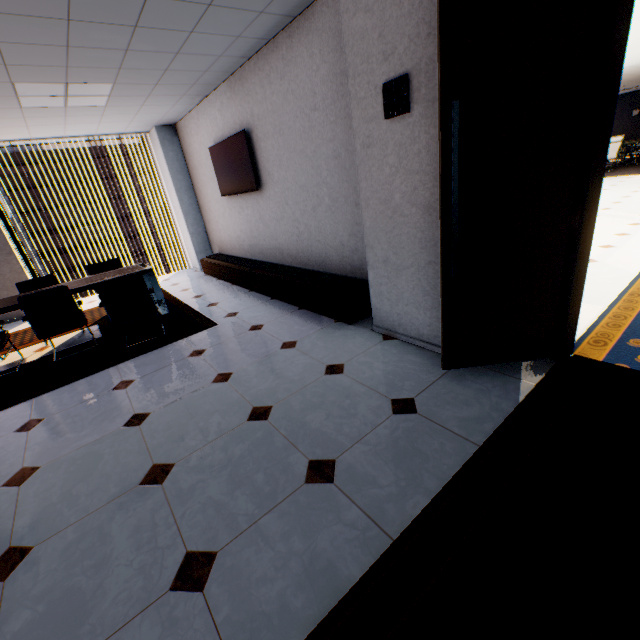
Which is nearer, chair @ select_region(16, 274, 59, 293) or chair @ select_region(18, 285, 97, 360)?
chair @ select_region(18, 285, 97, 360)

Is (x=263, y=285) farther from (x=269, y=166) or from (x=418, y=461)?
(x=418, y=461)

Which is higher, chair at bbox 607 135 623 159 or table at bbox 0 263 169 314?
chair at bbox 607 135 623 159

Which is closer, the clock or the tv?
the clock

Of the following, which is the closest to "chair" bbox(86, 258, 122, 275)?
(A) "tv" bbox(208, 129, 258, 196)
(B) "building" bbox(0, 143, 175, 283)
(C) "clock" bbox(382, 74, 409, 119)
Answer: (A) "tv" bbox(208, 129, 258, 196)

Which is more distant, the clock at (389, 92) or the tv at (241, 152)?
the tv at (241, 152)

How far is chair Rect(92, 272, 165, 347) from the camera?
3.7m

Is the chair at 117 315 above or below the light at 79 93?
below
